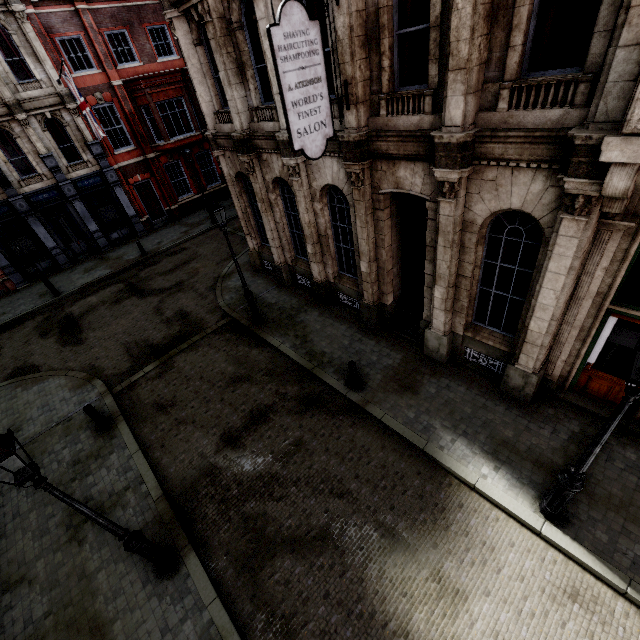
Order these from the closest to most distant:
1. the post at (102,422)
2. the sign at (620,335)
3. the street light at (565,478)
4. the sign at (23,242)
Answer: the street light at (565,478)
the sign at (620,335)
the post at (102,422)
the sign at (23,242)

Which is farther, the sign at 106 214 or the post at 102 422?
the sign at 106 214

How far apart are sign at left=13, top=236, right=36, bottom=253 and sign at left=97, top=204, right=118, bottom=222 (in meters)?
3.95

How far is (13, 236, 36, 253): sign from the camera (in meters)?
18.81

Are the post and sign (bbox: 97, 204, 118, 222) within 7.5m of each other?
no

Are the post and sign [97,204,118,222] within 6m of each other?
no

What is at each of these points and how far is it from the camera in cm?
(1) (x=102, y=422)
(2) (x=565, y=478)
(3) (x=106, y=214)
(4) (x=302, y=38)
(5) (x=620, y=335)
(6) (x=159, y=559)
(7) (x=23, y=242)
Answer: (1) post, 961
(2) street light, 532
(3) sign, 2125
(4) sign, 589
(5) sign, 656
(6) street light, 628
(7) sign, 1897

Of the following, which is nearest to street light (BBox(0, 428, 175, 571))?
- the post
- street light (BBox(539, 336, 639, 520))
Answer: the post
